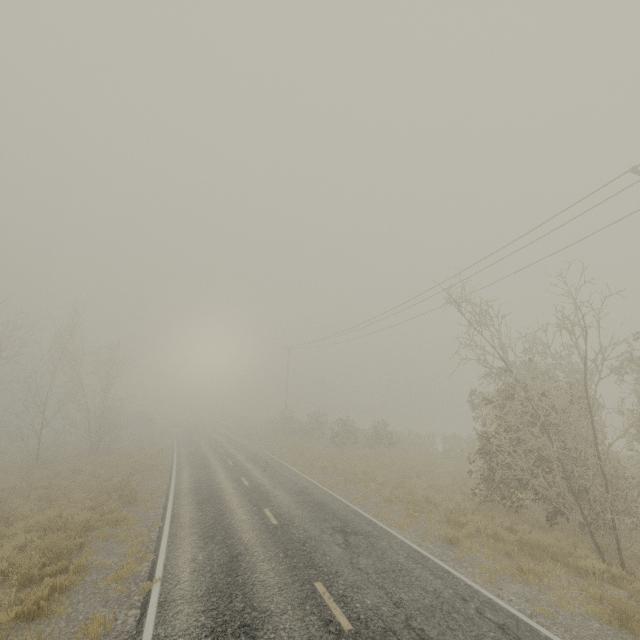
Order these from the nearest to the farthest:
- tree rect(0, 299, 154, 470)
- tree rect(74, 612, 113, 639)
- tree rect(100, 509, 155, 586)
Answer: tree rect(74, 612, 113, 639) < tree rect(100, 509, 155, 586) < tree rect(0, 299, 154, 470)

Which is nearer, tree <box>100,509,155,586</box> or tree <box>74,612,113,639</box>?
tree <box>74,612,113,639</box>

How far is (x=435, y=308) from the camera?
22.2 meters

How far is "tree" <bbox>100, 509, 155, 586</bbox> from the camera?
8.55m

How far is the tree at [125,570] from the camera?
8.5 meters

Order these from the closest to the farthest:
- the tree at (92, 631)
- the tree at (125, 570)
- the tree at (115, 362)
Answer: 1. the tree at (92, 631)
2. the tree at (125, 570)
3. the tree at (115, 362)

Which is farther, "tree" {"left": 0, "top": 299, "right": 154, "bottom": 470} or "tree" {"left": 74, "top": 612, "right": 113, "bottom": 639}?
"tree" {"left": 0, "top": 299, "right": 154, "bottom": 470}

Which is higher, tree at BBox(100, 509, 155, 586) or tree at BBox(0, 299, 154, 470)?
tree at BBox(0, 299, 154, 470)
